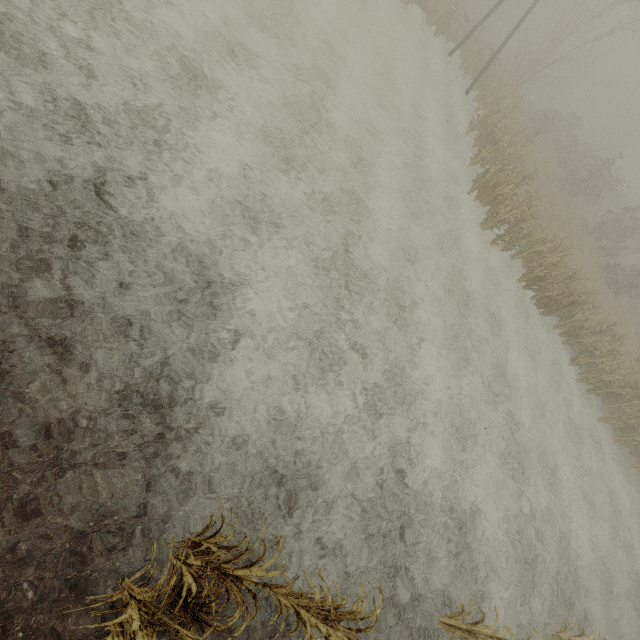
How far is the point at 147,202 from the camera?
5.39m

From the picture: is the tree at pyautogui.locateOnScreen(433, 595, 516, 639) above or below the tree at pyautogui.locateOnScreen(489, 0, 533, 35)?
below

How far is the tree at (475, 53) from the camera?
22.1m

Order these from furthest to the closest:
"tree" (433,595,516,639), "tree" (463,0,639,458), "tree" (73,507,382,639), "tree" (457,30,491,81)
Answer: "tree" (457,30,491,81) < "tree" (463,0,639,458) < "tree" (433,595,516,639) < "tree" (73,507,382,639)

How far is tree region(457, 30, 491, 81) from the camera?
22.1m

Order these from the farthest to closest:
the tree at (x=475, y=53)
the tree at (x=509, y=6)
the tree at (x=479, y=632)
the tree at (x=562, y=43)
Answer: the tree at (x=509, y=6) → the tree at (x=475, y=53) → the tree at (x=562, y=43) → the tree at (x=479, y=632)

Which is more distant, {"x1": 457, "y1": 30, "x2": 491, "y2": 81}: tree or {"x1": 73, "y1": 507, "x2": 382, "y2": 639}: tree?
{"x1": 457, "y1": 30, "x2": 491, "y2": 81}: tree

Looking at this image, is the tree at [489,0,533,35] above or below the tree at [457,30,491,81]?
above
